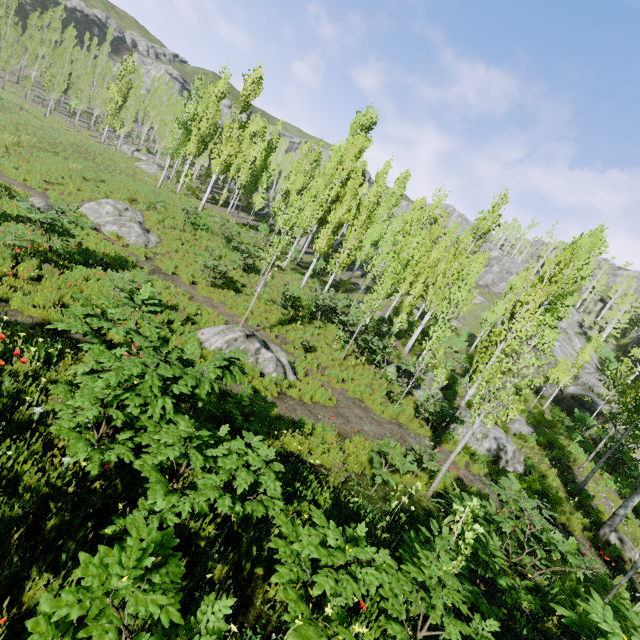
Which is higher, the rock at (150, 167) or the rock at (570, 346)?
the rock at (570, 346)

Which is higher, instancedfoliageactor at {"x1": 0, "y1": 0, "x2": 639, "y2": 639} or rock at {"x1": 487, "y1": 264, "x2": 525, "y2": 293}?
rock at {"x1": 487, "y1": 264, "x2": 525, "y2": 293}

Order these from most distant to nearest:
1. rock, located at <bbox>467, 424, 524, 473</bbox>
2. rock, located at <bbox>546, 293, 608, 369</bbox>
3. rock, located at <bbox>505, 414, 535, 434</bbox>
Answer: rock, located at <bbox>546, 293, 608, 369</bbox>
rock, located at <bbox>505, 414, 535, 434</bbox>
rock, located at <bbox>467, 424, 524, 473</bbox>

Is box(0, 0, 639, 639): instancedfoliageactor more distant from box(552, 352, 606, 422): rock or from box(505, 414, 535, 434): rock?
box(505, 414, 535, 434): rock

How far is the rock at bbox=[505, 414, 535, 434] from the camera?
18.9m

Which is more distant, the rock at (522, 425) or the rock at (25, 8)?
the rock at (25, 8)

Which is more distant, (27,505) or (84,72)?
(84,72)

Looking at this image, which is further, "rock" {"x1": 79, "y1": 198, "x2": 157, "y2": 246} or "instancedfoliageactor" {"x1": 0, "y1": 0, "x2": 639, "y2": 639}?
"rock" {"x1": 79, "y1": 198, "x2": 157, "y2": 246}
